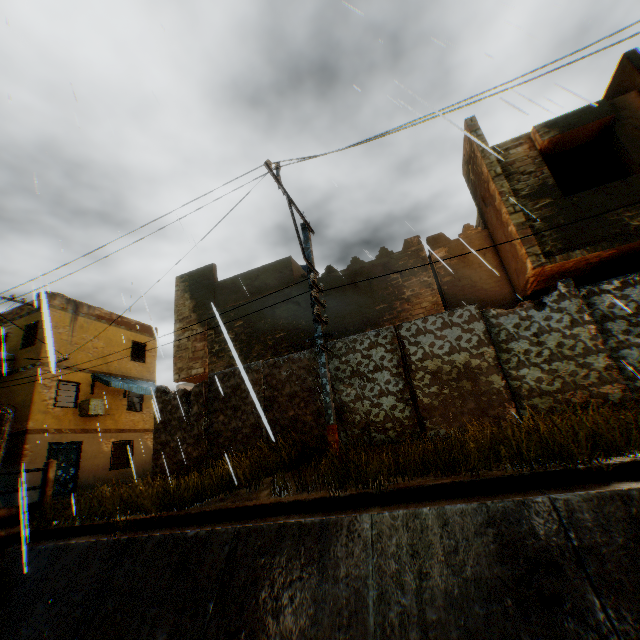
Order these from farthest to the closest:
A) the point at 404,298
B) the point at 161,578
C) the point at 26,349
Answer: the point at 26,349 → the point at 404,298 → the point at 161,578

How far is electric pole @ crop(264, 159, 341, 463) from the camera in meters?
6.4

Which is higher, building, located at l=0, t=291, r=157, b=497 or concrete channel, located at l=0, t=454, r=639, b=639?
building, located at l=0, t=291, r=157, b=497

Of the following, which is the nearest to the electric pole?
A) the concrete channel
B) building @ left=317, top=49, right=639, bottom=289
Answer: building @ left=317, top=49, right=639, bottom=289

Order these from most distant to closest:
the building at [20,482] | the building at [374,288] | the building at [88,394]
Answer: the building at [88,394] → the building at [20,482] → the building at [374,288]

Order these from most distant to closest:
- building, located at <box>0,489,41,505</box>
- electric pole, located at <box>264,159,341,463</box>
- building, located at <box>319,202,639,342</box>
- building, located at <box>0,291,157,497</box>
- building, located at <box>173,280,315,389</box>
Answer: building, located at <box>0,291,157,497</box>
building, located at <box>173,280,315,389</box>
building, located at <box>319,202,639,342</box>
electric pole, located at <box>264,159,341,463</box>
building, located at <box>0,489,41,505</box>

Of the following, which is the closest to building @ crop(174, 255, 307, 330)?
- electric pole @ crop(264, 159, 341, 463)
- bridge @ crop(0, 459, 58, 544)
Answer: electric pole @ crop(264, 159, 341, 463)

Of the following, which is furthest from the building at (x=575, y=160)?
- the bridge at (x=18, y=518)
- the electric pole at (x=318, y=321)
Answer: the bridge at (x=18, y=518)
